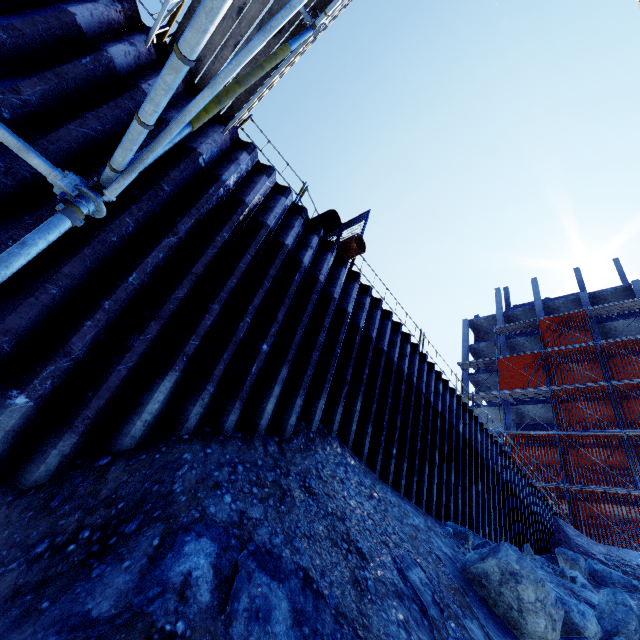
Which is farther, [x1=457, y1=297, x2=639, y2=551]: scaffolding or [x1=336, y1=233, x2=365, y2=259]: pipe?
[x1=457, y1=297, x2=639, y2=551]: scaffolding

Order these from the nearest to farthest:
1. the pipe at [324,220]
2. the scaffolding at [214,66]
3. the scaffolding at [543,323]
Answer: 1. the scaffolding at [214,66]
2. the pipe at [324,220]
3. the scaffolding at [543,323]

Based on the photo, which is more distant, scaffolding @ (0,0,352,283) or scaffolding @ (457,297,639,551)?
scaffolding @ (457,297,639,551)

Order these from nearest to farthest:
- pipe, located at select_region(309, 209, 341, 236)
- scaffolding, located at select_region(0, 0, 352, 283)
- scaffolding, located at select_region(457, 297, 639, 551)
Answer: scaffolding, located at select_region(0, 0, 352, 283), pipe, located at select_region(309, 209, 341, 236), scaffolding, located at select_region(457, 297, 639, 551)

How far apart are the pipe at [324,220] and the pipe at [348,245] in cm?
34

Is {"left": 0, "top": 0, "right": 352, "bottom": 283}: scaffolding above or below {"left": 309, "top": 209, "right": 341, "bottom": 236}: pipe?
below

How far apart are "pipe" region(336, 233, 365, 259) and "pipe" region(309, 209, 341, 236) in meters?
0.3

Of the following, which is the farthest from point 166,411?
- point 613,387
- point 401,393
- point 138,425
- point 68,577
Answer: point 613,387
